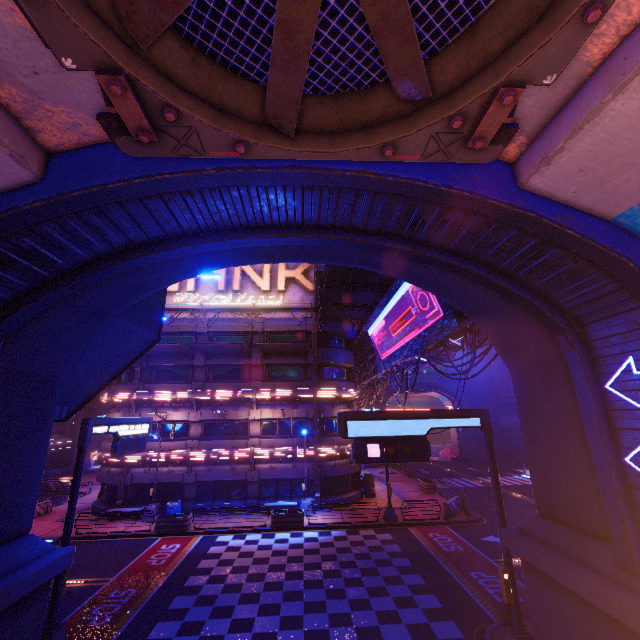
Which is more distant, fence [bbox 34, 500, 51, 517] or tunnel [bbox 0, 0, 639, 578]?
fence [bbox 34, 500, 51, 517]

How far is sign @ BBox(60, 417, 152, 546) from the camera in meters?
11.2

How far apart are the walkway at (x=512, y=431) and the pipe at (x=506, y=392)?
2.79m

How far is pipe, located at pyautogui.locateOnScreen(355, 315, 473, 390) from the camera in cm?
1477

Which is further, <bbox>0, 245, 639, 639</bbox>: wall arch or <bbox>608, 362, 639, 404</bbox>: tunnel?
<bbox>0, 245, 639, 639</bbox>: wall arch

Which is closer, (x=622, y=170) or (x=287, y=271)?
(x=622, y=170)

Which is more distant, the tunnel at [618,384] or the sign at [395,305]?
the sign at [395,305]

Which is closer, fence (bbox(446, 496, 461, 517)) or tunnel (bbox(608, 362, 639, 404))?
tunnel (bbox(608, 362, 639, 404))
